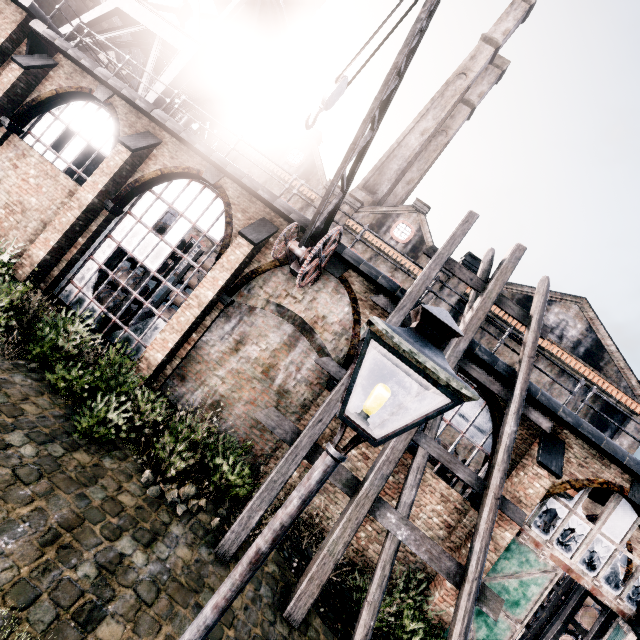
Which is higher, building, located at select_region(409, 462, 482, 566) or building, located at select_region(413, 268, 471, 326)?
building, located at select_region(413, 268, 471, 326)

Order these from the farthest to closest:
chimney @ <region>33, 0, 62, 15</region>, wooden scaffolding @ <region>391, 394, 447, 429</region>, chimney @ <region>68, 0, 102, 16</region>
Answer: chimney @ <region>68, 0, 102, 16</region> < chimney @ <region>33, 0, 62, 15</region> < wooden scaffolding @ <region>391, 394, 447, 429</region>

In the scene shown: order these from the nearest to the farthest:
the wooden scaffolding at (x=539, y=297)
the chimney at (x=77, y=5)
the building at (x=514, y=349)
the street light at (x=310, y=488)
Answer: the street light at (x=310, y=488) → the wooden scaffolding at (x=539, y=297) → the building at (x=514, y=349) → the chimney at (x=77, y=5)

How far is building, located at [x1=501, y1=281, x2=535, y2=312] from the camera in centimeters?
2402cm

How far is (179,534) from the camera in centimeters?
693cm

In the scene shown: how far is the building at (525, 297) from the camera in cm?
2402

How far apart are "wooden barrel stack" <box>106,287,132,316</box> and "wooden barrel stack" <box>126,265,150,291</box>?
0.7 meters

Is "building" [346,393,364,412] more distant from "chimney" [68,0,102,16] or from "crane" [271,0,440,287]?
"chimney" [68,0,102,16]
